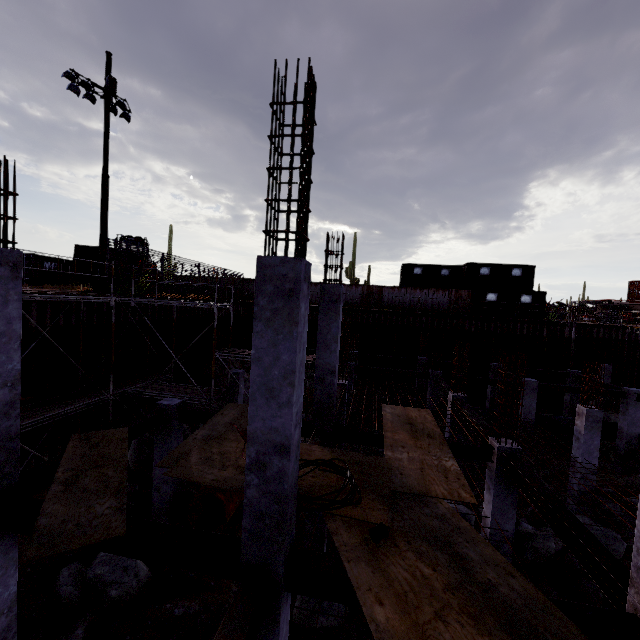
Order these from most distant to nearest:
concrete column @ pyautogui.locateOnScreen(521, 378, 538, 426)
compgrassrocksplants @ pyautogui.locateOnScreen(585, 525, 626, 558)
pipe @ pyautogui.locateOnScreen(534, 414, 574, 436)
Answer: pipe @ pyautogui.locateOnScreen(534, 414, 574, 436), concrete column @ pyautogui.locateOnScreen(521, 378, 538, 426), compgrassrocksplants @ pyautogui.locateOnScreen(585, 525, 626, 558)

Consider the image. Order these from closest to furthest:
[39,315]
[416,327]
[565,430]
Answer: [39,315], [565,430], [416,327]

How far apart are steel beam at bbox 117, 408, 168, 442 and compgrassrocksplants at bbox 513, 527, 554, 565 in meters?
10.4 m

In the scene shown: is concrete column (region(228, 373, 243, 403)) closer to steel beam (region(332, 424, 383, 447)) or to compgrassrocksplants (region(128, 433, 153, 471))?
compgrassrocksplants (region(128, 433, 153, 471))

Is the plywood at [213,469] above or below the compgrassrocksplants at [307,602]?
above

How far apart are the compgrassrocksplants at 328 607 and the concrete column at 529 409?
14.0 meters

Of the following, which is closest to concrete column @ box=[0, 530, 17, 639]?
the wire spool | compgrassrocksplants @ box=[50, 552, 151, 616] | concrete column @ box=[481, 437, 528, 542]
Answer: compgrassrocksplants @ box=[50, 552, 151, 616]

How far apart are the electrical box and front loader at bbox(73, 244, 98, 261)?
7.8 meters
